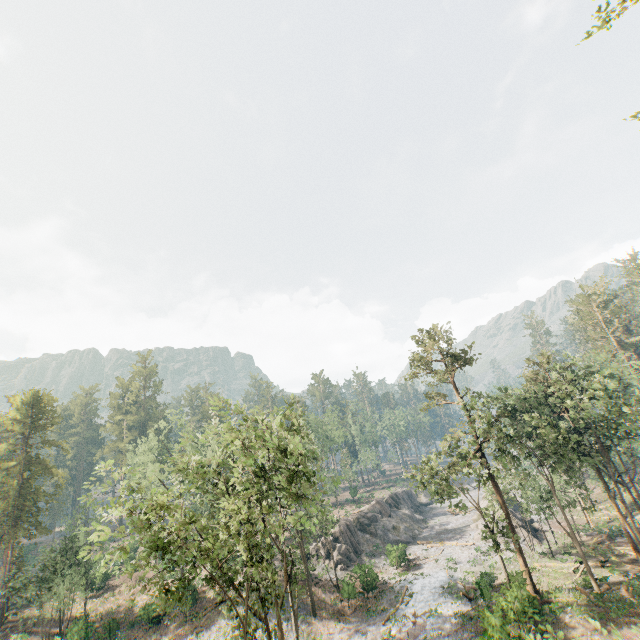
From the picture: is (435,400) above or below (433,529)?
above

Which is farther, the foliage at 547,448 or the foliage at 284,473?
the foliage at 547,448

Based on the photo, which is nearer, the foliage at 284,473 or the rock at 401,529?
the foliage at 284,473

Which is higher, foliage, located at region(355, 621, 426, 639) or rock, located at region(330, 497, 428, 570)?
rock, located at region(330, 497, 428, 570)

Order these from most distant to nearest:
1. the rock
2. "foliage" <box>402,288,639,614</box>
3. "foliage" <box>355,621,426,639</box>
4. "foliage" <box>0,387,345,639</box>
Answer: the rock < "foliage" <box>402,288,639,614</box> < "foliage" <box>355,621,426,639</box> < "foliage" <box>0,387,345,639</box>

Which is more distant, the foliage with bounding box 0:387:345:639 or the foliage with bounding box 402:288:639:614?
the foliage with bounding box 402:288:639:614

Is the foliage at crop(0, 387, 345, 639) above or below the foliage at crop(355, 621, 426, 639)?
above

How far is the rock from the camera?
42.0 meters
